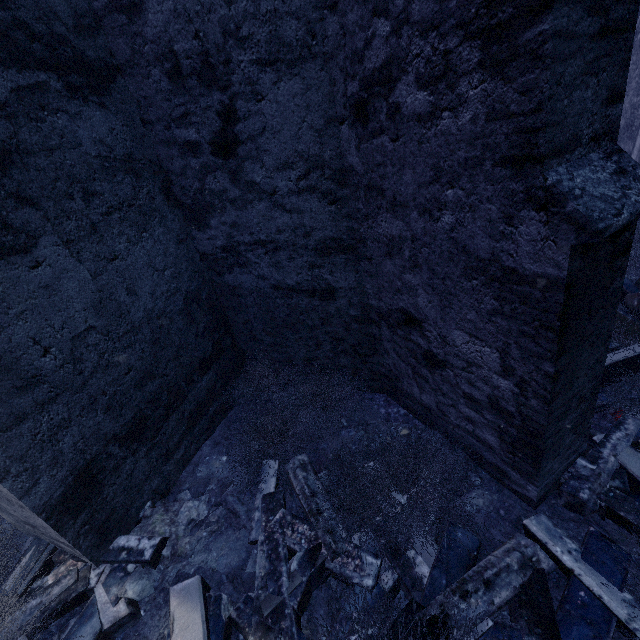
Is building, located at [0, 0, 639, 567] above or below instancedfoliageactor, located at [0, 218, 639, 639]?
above

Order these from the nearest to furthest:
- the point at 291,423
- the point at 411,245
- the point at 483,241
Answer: the point at 483,241, the point at 411,245, the point at 291,423

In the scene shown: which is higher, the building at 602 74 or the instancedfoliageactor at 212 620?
the building at 602 74
